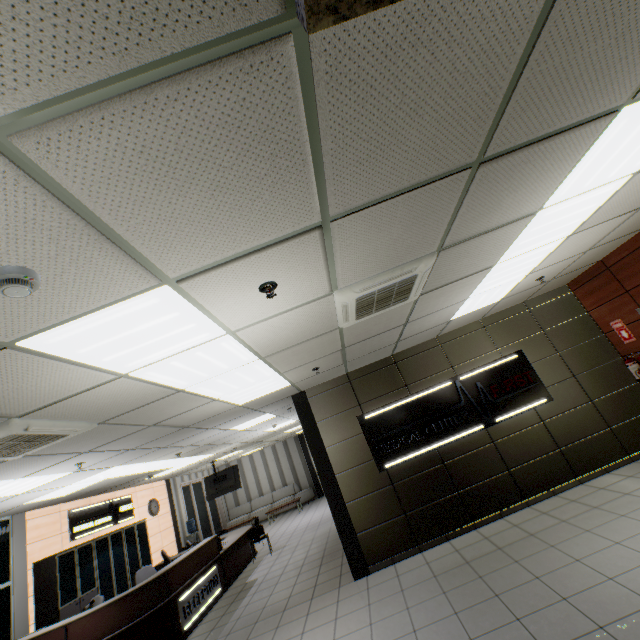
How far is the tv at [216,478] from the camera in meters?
12.0 m

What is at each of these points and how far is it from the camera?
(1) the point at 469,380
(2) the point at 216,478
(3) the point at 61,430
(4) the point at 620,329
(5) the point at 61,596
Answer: (1) sign, 6.3 meters
(2) tv, 12.3 meters
(3) air conditioning vent, 3.3 meters
(4) sign, 6.0 meters
(5) cabinet, 6.9 meters

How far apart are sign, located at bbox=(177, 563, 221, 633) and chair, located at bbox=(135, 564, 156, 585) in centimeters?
102cm

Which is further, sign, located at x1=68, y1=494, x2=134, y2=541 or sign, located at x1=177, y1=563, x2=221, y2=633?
sign, located at x1=68, y1=494, x2=134, y2=541

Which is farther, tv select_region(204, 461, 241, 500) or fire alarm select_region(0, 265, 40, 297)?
tv select_region(204, 461, 241, 500)

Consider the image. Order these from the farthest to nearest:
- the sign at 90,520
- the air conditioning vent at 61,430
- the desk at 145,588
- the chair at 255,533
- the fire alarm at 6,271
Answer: the chair at 255,533 → the sign at 90,520 → the desk at 145,588 → the air conditioning vent at 61,430 → the fire alarm at 6,271

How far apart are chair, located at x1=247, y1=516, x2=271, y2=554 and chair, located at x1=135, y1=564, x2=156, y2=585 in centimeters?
234cm

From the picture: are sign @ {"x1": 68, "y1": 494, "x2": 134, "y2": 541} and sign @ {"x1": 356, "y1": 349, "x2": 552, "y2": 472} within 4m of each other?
no
